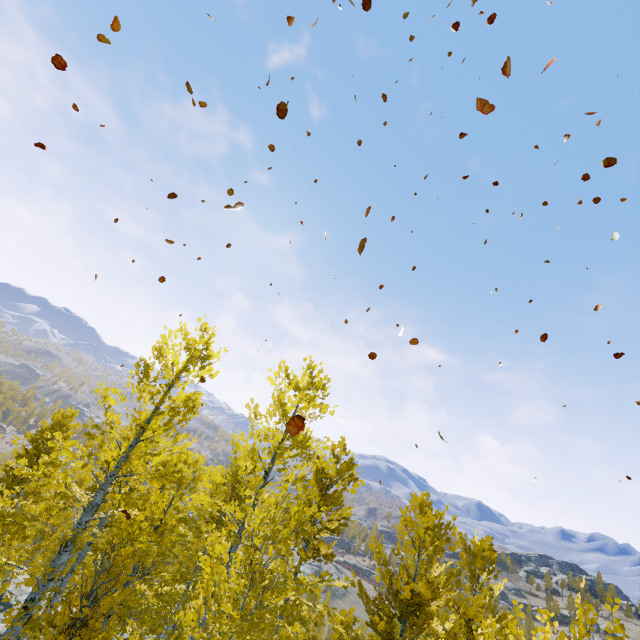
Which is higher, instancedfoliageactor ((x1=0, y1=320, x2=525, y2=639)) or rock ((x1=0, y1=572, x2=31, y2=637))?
instancedfoliageactor ((x1=0, y1=320, x2=525, y2=639))

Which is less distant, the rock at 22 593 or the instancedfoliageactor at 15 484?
the instancedfoliageactor at 15 484

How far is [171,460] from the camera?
11.6m

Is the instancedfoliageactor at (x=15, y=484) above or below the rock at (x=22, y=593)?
above

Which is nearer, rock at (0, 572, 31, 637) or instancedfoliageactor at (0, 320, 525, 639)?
instancedfoliageactor at (0, 320, 525, 639)
